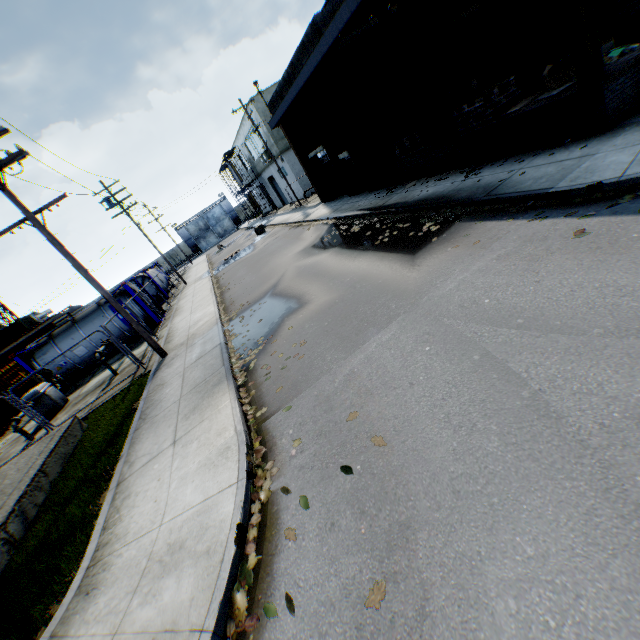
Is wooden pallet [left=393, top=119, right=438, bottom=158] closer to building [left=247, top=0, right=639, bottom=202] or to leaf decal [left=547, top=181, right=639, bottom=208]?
building [left=247, top=0, right=639, bottom=202]

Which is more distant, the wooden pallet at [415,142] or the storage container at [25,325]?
the storage container at [25,325]

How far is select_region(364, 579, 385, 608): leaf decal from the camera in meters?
2.7 m

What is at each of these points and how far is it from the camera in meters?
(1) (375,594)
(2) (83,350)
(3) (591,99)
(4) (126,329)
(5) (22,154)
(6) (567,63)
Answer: (1) leaf decal, 2.8
(2) tank container, 18.1
(3) wall bumper, 7.1
(4) tank container, 18.7
(5) electric pole, 9.4
(6) debris, 8.5

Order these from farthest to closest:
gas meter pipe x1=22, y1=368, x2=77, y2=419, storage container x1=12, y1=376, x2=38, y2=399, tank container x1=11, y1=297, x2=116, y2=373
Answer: storage container x1=12, y1=376, x2=38, y2=399 < tank container x1=11, y1=297, x2=116, y2=373 < gas meter pipe x1=22, y1=368, x2=77, y2=419

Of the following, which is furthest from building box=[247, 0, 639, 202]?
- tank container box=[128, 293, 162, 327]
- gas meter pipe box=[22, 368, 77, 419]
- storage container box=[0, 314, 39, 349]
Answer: storage container box=[0, 314, 39, 349]

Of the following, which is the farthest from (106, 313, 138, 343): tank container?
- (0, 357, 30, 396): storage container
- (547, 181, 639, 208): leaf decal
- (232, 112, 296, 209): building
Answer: (232, 112, 296, 209): building

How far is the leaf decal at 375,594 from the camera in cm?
270
